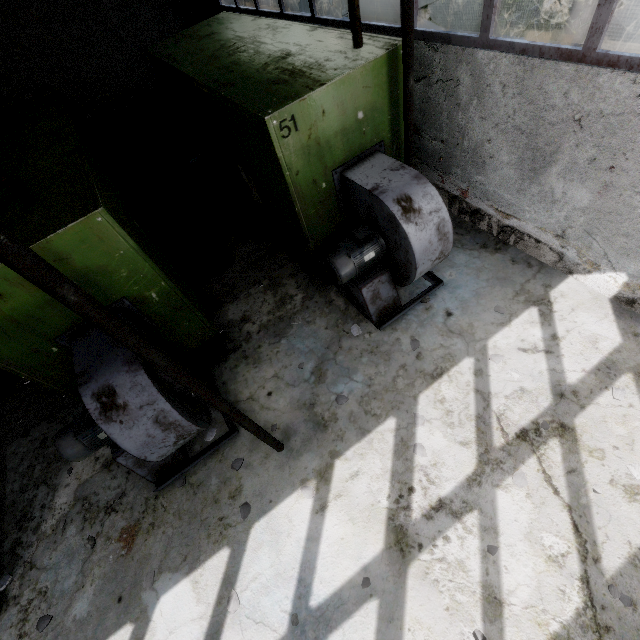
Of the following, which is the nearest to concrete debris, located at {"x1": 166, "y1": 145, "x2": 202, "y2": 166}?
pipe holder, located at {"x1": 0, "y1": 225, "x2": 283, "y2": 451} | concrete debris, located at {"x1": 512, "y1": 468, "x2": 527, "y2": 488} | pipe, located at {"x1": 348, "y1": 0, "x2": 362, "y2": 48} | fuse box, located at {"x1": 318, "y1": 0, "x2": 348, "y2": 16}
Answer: pipe, located at {"x1": 348, "y1": 0, "x2": 362, "y2": 48}

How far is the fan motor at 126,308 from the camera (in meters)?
3.85

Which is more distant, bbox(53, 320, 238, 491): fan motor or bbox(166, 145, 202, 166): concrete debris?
bbox(166, 145, 202, 166): concrete debris

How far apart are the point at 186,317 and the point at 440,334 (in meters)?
3.75

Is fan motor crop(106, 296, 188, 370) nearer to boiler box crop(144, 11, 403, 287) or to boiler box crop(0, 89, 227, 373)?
boiler box crop(0, 89, 227, 373)

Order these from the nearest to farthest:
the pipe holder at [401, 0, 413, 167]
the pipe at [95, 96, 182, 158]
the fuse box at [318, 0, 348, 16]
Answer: the pipe holder at [401, 0, 413, 167] < the pipe at [95, 96, 182, 158] < the fuse box at [318, 0, 348, 16]

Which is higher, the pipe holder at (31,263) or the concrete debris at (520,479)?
the pipe holder at (31,263)

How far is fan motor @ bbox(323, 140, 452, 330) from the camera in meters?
4.0 m
